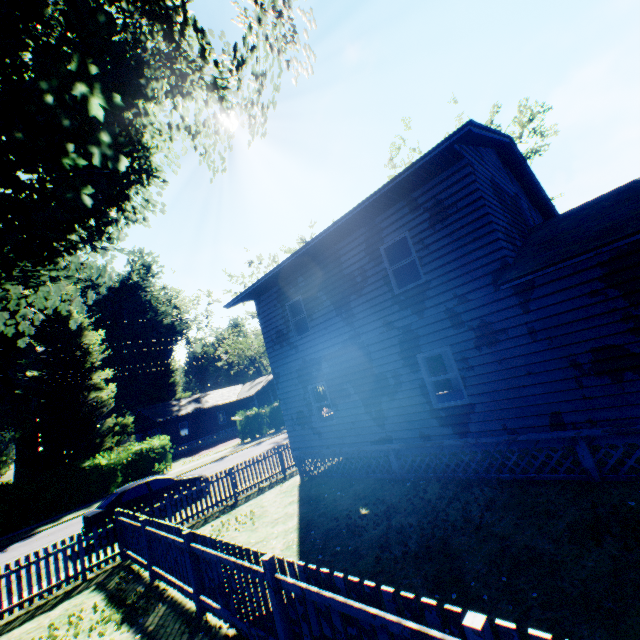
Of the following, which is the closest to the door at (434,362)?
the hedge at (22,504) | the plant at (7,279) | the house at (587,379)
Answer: the house at (587,379)

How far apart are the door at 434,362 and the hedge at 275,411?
19.1 meters

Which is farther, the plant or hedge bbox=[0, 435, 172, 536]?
hedge bbox=[0, 435, 172, 536]

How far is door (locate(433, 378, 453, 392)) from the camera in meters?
19.0 m

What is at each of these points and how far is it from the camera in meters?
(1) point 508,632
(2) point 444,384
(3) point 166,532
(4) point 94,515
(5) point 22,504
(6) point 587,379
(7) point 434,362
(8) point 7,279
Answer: (1) fence, 2.4
(2) door, 19.2
(3) fence, 7.4
(4) car, 12.1
(5) hedge, 20.1
(6) house, 6.8
(7) door, 19.6
(8) plant, 7.1

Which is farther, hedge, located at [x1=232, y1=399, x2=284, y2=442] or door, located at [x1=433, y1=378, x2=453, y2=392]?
hedge, located at [x1=232, y1=399, x2=284, y2=442]

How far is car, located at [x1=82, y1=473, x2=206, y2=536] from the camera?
12.2m
